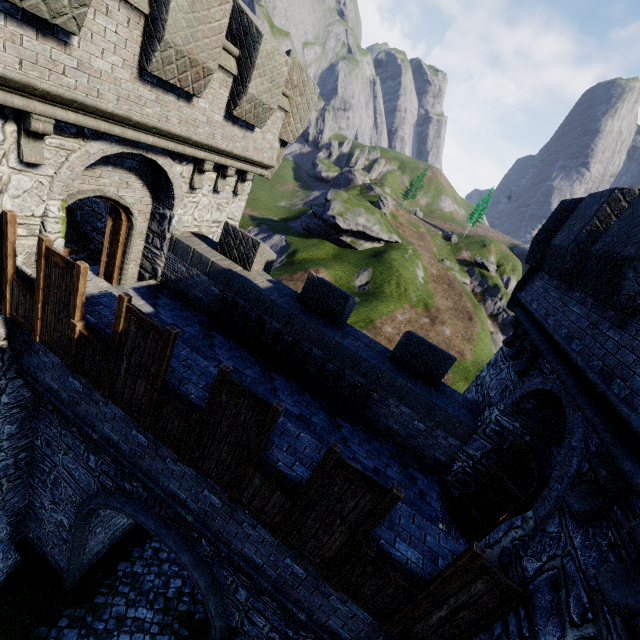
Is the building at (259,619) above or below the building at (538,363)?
below

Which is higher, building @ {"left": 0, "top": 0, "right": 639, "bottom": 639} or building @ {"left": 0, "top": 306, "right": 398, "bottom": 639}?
building @ {"left": 0, "top": 0, "right": 639, "bottom": 639}

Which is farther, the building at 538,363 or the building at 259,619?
the building at 259,619

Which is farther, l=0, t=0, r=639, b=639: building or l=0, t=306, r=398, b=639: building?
l=0, t=306, r=398, b=639: building

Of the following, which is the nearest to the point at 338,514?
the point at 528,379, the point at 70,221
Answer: the point at 528,379
